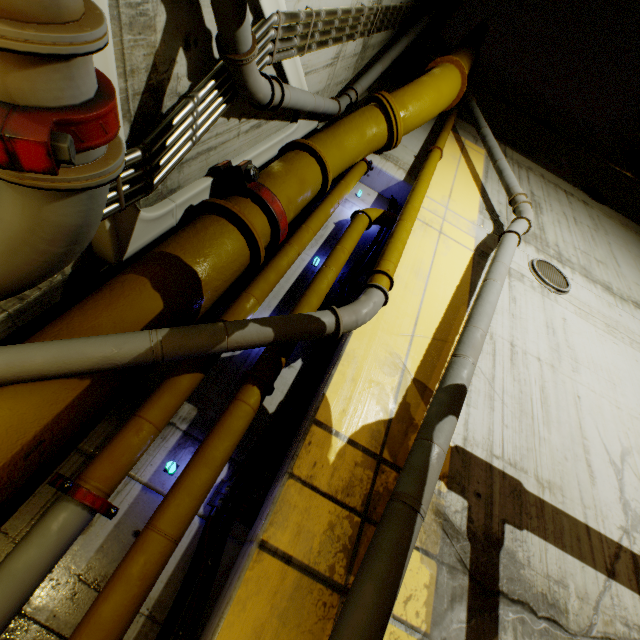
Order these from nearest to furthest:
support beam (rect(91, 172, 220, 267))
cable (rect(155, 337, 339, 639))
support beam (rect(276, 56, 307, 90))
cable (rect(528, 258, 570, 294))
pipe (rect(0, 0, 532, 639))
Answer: pipe (rect(0, 0, 532, 639)), cable (rect(155, 337, 339, 639)), support beam (rect(91, 172, 220, 267)), support beam (rect(276, 56, 307, 90)), cable (rect(528, 258, 570, 294))

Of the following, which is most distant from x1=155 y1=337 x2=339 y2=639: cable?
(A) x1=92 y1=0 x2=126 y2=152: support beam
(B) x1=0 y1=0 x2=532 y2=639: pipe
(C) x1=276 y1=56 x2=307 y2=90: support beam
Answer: (A) x1=92 y1=0 x2=126 y2=152: support beam

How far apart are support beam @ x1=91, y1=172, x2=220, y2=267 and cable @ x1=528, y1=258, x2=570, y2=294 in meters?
5.3 m

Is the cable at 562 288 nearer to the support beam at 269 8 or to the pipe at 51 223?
the pipe at 51 223

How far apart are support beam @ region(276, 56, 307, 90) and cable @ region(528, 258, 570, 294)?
4.6 meters

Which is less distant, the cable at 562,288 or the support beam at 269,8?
the support beam at 269,8

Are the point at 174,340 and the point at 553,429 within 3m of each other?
no
